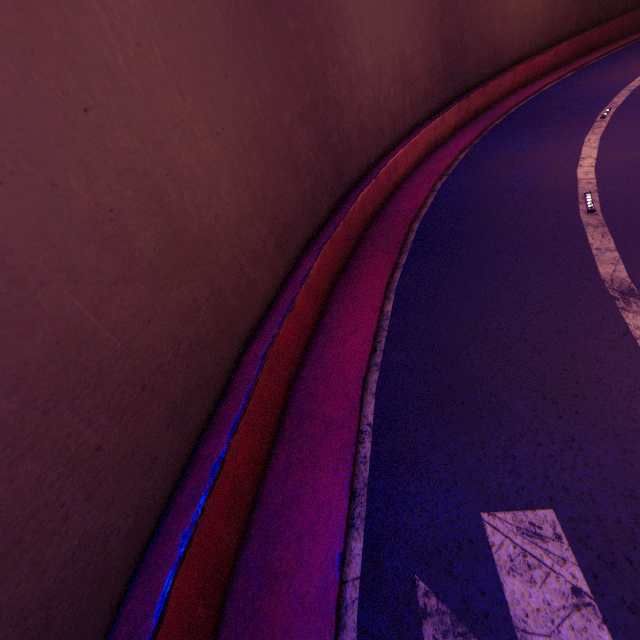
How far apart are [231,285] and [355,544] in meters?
4.9 m
